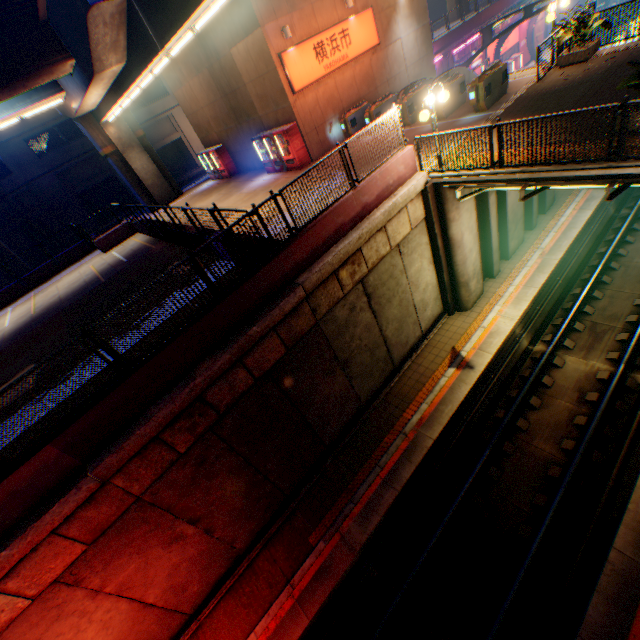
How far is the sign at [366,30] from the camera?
15.0 meters

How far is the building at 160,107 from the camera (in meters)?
32.00

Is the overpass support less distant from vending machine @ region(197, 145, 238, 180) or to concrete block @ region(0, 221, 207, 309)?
concrete block @ region(0, 221, 207, 309)

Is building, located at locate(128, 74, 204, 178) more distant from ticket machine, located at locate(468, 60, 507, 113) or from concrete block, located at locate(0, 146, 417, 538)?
ticket machine, located at locate(468, 60, 507, 113)

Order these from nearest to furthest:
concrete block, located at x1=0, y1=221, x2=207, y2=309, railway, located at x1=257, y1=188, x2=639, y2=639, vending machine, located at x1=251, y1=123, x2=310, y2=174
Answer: railway, located at x1=257, y1=188, x2=639, y2=639, concrete block, located at x1=0, y1=221, x2=207, y2=309, vending machine, located at x1=251, y1=123, x2=310, y2=174

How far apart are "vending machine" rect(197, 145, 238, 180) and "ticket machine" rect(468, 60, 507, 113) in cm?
1626

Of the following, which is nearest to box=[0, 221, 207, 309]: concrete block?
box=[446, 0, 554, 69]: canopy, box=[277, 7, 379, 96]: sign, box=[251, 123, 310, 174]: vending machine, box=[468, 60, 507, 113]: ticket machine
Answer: box=[468, 60, 507, 113]: ticket machine

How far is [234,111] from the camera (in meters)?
18.98
